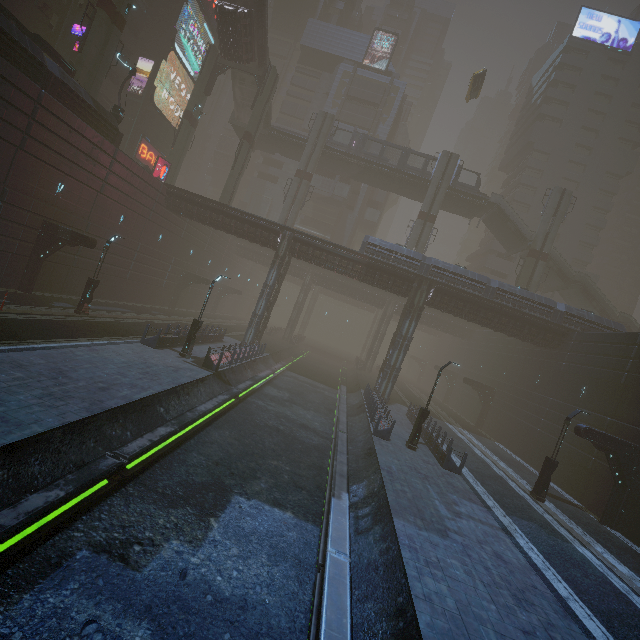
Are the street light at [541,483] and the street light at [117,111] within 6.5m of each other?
no

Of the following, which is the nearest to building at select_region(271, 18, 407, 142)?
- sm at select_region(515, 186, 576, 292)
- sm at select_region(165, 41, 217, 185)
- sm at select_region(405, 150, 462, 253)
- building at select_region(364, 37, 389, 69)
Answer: building at select_region(364, 37, 389, 69)

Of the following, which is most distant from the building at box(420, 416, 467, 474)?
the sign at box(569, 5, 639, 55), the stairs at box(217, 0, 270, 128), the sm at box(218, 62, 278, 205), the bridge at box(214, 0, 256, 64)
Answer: the sign at box(569, 5, 639, 55)

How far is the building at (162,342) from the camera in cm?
1942

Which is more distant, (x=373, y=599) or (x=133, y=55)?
(x=133, y=55)

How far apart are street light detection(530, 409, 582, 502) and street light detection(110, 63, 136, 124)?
37.65m

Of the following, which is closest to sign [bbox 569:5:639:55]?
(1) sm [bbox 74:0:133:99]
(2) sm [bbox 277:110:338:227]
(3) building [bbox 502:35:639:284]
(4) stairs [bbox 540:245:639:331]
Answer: (3) building [bbox 502:35:639:284]

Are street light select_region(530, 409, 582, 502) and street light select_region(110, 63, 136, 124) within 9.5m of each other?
no
